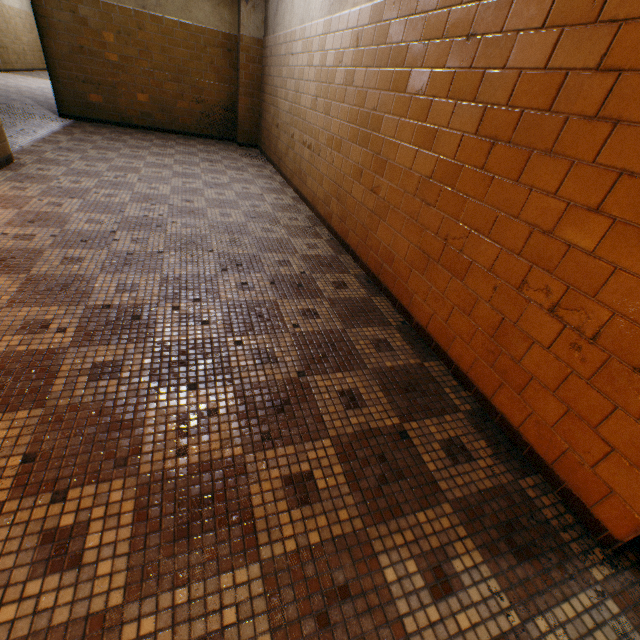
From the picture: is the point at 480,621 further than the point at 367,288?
No
